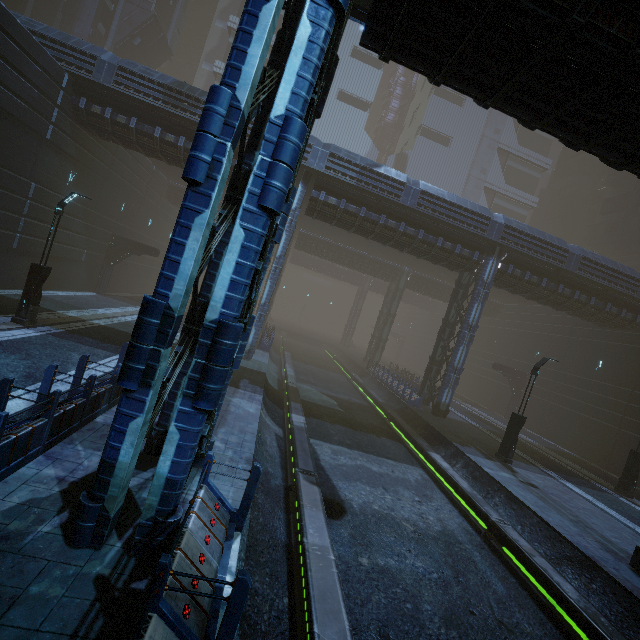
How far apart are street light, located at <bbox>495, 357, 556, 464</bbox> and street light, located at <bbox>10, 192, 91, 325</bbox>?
21.9m

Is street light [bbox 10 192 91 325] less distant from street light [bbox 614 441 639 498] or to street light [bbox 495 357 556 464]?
street light [bbox 495 357 556 464]

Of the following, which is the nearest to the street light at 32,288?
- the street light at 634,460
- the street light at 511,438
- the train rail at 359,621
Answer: the train rail at 359,621

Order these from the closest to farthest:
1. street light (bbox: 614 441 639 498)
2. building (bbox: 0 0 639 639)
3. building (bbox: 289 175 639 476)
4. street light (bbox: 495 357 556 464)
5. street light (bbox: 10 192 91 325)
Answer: building (bbox: 0 0 639 639), street light (bbox: 10 192 91 325), street light (bbox: 495 357 556 464), street light (bbox: 614 441 639 498), building (bbox: 289 175 639 476)

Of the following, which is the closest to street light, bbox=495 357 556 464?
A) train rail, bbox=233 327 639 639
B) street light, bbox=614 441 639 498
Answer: train rail, bbox=233 327 639 639

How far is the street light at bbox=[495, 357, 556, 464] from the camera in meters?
15.8 m

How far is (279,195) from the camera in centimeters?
453cm

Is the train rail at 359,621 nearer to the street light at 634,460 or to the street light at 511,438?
the street light at 511,438
